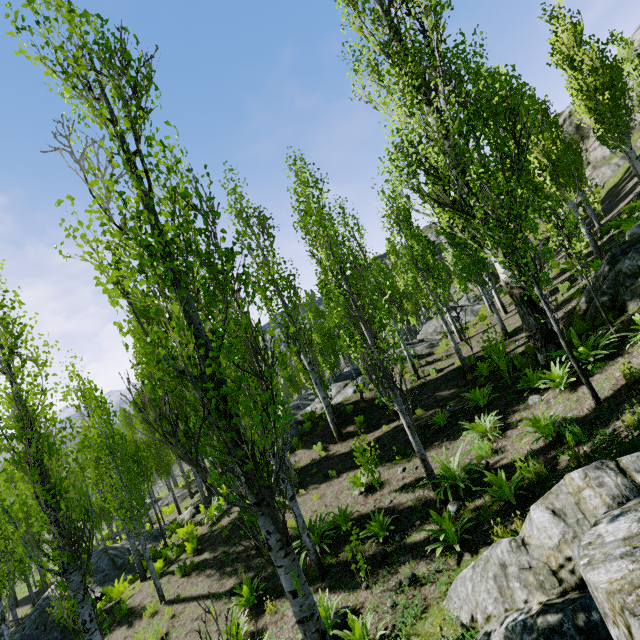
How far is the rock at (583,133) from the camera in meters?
39.8

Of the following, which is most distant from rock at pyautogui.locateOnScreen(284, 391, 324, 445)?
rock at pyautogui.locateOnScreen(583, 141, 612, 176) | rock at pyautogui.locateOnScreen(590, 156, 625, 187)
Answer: rock at pyautogui.locateOnScreen(583, 141, 612, 176)

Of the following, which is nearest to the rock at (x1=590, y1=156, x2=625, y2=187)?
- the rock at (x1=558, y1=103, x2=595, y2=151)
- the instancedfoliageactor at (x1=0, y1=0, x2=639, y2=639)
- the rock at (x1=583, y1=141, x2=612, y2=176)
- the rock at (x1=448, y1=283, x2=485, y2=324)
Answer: the rock at (x1=583, y1=141, x2=612, y2=176)

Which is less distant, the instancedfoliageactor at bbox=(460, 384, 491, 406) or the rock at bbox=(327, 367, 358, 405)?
the instancedfoliageactor at bbox=(460, 384, 491, 406)

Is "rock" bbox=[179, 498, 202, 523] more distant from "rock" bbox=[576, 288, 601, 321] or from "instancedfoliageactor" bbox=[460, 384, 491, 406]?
"rock" bbox=[576, 288, 601, 321]

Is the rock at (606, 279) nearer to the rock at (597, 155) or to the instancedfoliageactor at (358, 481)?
the instancedfoliageactor at (358, 481)

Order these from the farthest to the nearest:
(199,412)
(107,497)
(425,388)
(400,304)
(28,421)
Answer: (400,304), (199,412), (107,497), (425,388), (28,421)
